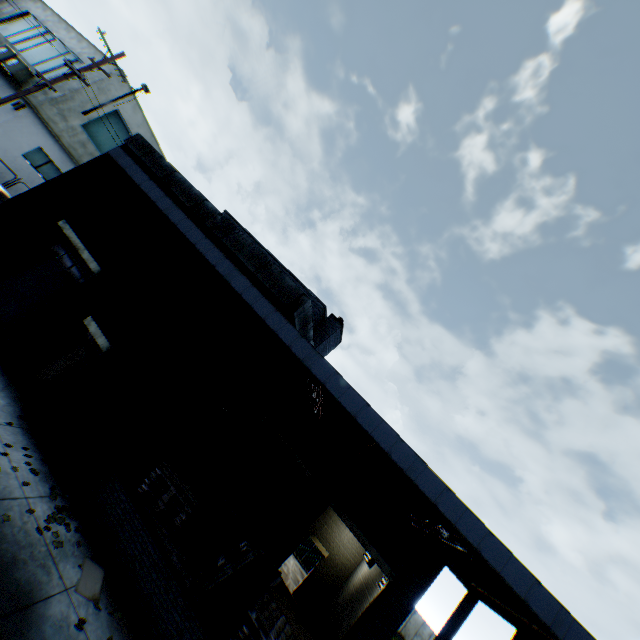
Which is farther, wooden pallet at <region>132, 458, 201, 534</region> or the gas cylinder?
the gas cylinder

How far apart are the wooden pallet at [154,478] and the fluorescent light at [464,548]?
5.5m

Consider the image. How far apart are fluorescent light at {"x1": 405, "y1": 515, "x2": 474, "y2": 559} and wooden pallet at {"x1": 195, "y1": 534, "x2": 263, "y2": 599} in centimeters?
368cm

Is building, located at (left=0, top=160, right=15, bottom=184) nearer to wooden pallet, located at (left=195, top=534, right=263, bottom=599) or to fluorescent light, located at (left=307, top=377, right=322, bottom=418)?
fluorescent light, located at (left=307, top=377, right=322, bottom=418)

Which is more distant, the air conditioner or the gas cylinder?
the air conditioner

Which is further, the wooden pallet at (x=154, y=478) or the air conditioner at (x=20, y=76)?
the air conditioner at (x=20, y=76)

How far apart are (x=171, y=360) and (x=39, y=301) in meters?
5.1 m

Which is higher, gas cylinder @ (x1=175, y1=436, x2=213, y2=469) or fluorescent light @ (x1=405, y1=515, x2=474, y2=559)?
fluorescent light @ (x1=405, y1=515, x2=474, y2=559)
